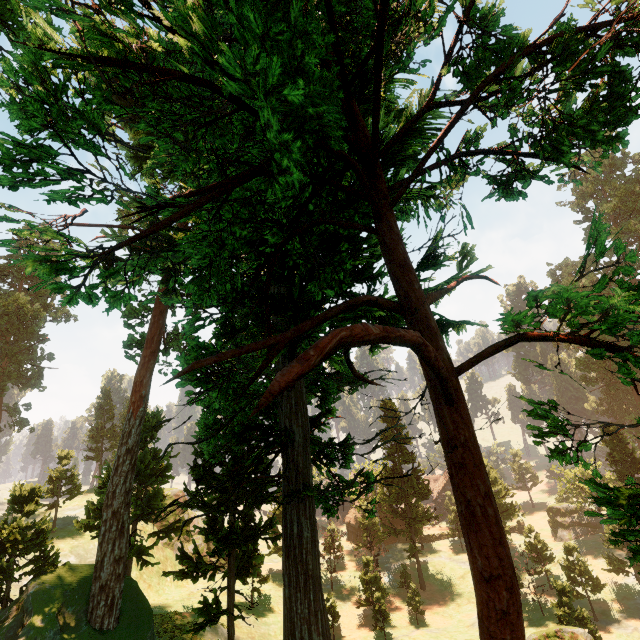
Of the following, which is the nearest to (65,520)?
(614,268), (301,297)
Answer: (301,297)
